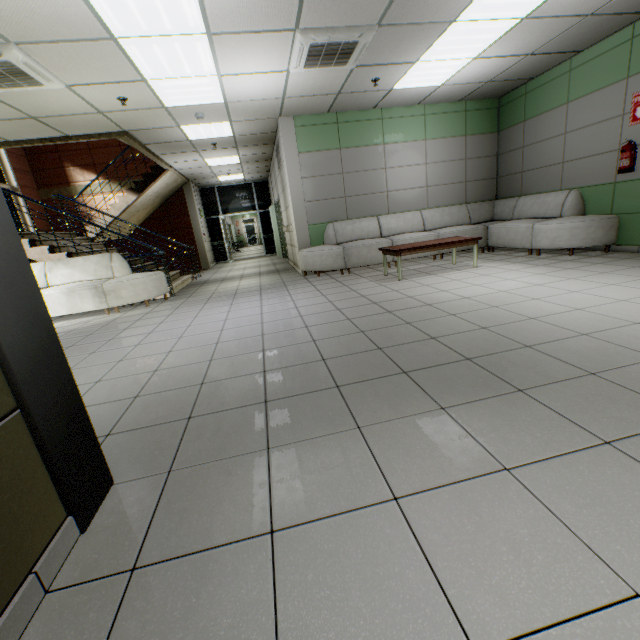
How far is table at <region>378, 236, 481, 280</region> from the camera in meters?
5.4 m

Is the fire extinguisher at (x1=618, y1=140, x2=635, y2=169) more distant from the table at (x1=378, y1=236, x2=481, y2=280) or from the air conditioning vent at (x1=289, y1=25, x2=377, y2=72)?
the air conditioning vent at (x1=289, y1=25, x2=377, y2=72)

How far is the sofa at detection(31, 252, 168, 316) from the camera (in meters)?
5.75

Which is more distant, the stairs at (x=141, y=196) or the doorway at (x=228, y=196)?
the doorway at (x=228, y=196)

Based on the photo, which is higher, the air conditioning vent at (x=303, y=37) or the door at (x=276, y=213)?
the air conditioning vent at (x=303, y=37)

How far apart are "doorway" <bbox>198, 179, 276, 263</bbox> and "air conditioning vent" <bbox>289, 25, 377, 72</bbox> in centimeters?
944cm

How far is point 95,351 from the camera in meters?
3.8

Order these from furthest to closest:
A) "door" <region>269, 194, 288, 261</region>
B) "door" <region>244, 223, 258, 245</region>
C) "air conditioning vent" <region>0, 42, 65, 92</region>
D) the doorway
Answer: "door" <region>244, 223, 258, 245</region> < the doorway < "door" <region>269, 194, 288, 261</region> < "air conditioning vent" <region>0, 42, 65, 92</region>
